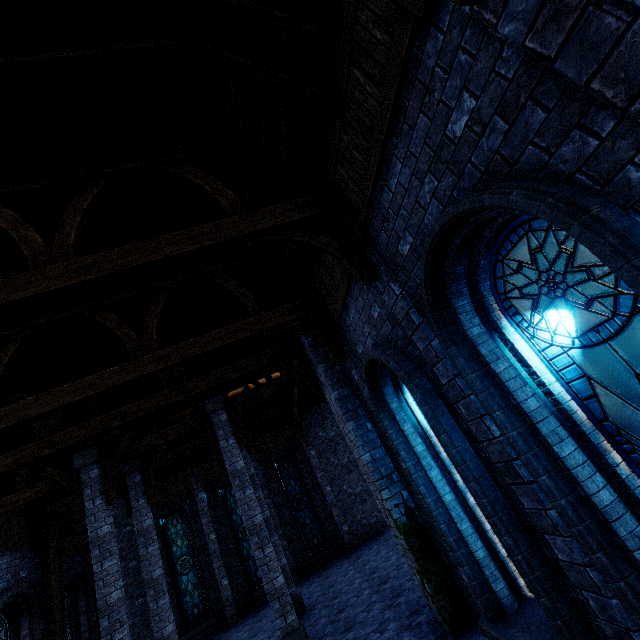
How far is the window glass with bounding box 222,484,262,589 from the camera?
15.31m

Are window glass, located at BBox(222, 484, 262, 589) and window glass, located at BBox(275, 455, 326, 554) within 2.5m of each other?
yes

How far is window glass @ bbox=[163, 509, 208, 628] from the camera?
14.56m

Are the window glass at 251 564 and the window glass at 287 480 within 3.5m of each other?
yes

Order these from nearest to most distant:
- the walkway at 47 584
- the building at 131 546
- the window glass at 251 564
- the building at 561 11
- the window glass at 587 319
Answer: the building at 561 11
the window glass at 587 319
the walkway at 47 584
the building at 131 546
the window glass at 251 564

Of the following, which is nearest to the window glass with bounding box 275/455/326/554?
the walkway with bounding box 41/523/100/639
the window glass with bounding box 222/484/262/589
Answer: the window glass with bounding box 222/484/262/589

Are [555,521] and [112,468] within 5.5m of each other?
no

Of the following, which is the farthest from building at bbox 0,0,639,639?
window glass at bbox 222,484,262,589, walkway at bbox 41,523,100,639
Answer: window glass at bbox 222,484,262,589
